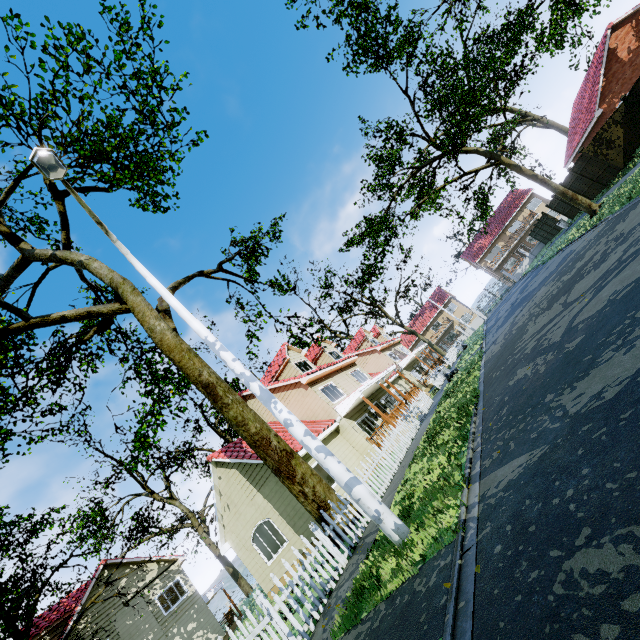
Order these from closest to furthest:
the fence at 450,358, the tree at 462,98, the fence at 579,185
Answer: the tree at 462,98, the fence at 579,185, the fence at 450,358

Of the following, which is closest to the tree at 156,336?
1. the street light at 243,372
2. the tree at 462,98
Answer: the tree at 462,98

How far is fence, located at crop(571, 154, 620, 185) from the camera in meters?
18.8 m

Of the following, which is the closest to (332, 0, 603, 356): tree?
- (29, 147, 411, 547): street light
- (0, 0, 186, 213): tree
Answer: (0, 0, 186, 213): tree

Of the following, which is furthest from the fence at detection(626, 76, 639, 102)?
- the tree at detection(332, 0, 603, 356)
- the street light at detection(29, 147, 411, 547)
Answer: the street light at detection(29, 147, 411, 547)

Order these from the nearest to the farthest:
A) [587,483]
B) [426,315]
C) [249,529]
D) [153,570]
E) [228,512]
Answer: [587,483] → [249,529] → [228,512] → [153,570] → [426,315]

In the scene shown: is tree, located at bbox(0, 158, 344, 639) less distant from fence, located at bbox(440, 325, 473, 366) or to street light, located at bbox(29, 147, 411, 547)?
fence, located at bbox(440, 325, 473, 366)
